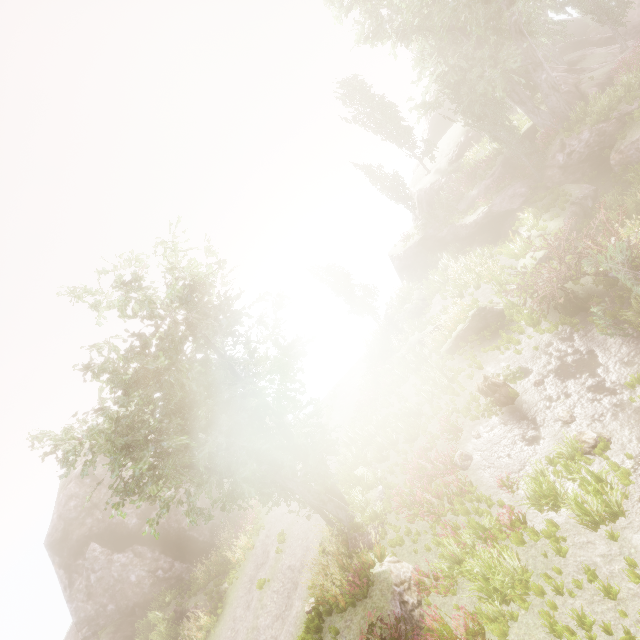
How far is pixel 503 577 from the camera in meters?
7.9

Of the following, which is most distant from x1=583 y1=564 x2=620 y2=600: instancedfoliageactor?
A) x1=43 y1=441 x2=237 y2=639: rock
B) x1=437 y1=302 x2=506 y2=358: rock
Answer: x1=437 y1=302 x2=506 y2=358: rock

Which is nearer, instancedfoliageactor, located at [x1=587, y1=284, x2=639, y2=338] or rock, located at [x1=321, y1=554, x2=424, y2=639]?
rock, located at [x1=321, y1=554, x2=424, y2=639]

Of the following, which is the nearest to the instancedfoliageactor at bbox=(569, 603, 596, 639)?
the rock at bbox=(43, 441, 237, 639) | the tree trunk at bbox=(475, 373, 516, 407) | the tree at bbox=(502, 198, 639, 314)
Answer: the rock at bbox=(43, 441, 237, 639)

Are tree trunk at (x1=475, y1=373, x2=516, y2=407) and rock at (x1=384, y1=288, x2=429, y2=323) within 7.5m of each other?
no

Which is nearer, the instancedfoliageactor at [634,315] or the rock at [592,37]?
the instancedfoliageactor at [634,315]

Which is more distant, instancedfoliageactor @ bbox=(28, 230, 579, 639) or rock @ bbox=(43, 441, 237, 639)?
rock @ bbox=(43, 441, 237, 639)

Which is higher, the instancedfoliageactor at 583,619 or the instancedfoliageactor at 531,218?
the instancedfoliageactor at 531,218
